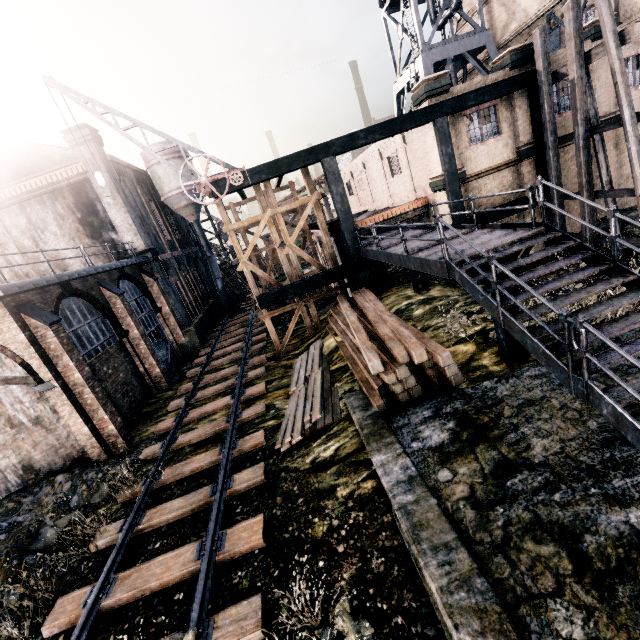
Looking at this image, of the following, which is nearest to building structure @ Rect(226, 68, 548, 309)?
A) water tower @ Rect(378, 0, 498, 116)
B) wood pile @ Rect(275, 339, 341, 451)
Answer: wood pile @ Rect(275, 339, 341, 451)

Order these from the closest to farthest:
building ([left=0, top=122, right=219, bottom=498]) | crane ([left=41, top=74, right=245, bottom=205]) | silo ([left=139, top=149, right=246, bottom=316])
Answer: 1. building ([left=0, top=122, right=219, bottom=498])
2. crane ([left=41, top=74, right=245, bottom=205])
3. silo ([left=139, top=149, right=246, bottom=316])

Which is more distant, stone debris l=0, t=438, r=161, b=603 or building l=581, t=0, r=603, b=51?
building l=581, t=0, r=603, b=51

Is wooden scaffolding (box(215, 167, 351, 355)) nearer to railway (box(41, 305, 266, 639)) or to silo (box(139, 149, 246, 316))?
railway (box(41, 305, 266, 639))

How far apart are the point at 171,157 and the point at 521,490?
34.3m

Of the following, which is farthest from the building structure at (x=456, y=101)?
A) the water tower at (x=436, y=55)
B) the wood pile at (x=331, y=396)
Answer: the water tower at (x=436, y=55)

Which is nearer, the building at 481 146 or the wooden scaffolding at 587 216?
the wooden scaffolding at 587 216

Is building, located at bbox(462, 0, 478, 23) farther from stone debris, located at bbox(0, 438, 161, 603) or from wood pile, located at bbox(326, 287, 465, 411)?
stone debris, located at bbox(0, 438, 161, 603)
